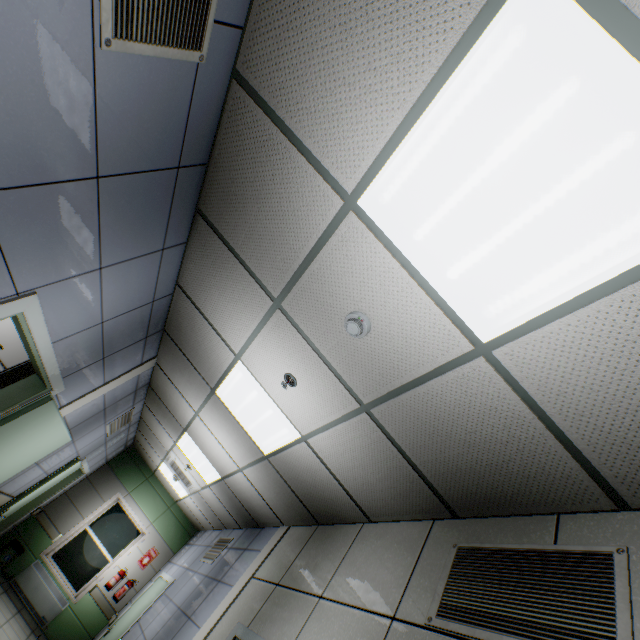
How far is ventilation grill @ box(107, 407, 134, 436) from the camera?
5.8 meters

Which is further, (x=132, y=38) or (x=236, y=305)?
(x=236, y=305)

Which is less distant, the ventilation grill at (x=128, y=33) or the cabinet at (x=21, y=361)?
the ventilation grill at (x=128, y=33)

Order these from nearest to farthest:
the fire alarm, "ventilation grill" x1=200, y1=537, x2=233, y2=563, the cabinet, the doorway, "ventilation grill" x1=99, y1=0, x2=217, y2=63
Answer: "ventilation grill" x1=99, y1=0, x2=217, y2=63 < the fire alarm < the doorway < the cabinet < "ventilation grill" x1=200, y1=537, x2=233, y2=563

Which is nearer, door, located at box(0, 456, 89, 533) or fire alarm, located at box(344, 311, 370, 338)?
fire alarm, located at box(344, 311, 370, 338)

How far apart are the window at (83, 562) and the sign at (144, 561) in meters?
0.5 m

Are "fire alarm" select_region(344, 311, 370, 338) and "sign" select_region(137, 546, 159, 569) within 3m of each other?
no

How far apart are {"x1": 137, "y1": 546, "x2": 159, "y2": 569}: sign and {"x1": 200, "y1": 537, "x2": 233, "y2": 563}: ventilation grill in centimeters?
303cm
